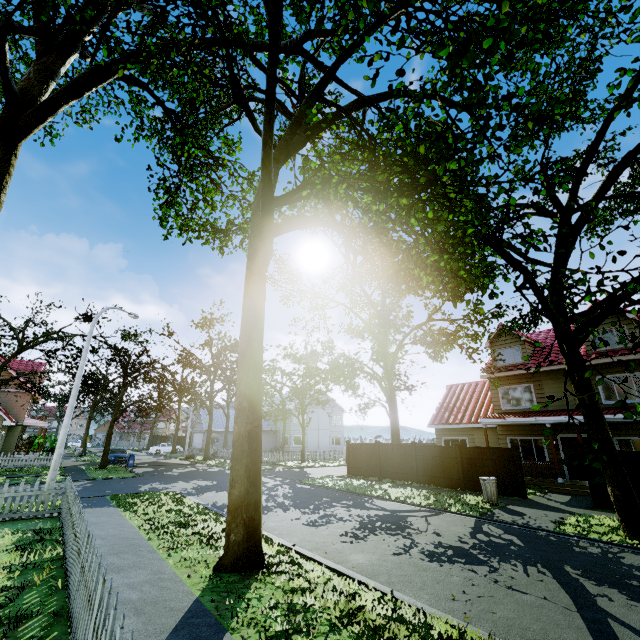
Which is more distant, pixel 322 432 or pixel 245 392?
Answer: pixel 322 432

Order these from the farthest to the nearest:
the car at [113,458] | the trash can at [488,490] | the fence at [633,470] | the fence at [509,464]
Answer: the car at [113,458]
the fence at [509,464]
the trash can at [488,490]
the fence at [633,470]

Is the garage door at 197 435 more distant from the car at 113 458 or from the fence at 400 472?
the car at 113 458

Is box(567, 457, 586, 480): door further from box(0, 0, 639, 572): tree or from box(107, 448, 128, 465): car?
box(107, 448, 128, 465): car

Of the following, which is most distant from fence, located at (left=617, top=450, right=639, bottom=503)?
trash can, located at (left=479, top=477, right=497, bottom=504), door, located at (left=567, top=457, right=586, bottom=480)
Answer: door, located at (left=567, top=457, right=586, bottom=480)

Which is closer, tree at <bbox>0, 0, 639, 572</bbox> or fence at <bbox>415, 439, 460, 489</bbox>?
tree at <bbox>0, 0, 639, 572</bbox>

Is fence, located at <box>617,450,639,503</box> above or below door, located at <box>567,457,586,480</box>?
above

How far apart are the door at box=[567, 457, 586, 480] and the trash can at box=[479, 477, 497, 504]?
6.9 meters
